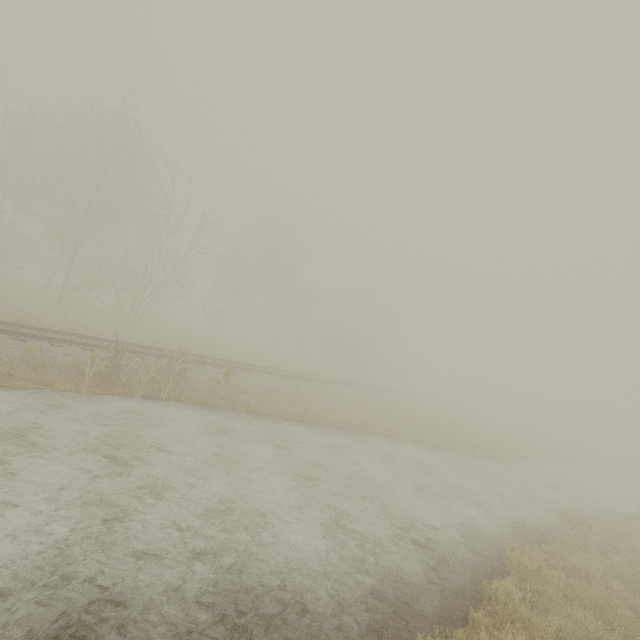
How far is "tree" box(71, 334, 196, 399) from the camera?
9.5 meters

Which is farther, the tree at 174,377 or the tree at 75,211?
the tree at 75,211

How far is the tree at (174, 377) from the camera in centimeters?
951cm

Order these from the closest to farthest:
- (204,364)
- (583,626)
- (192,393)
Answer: (583,626) < (192,393) < (204,364)

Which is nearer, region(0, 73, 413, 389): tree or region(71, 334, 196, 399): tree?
region(71, 334, 196, 399): tree

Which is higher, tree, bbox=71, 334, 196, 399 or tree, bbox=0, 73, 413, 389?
tree, bbox=0, 73, 413, 389
